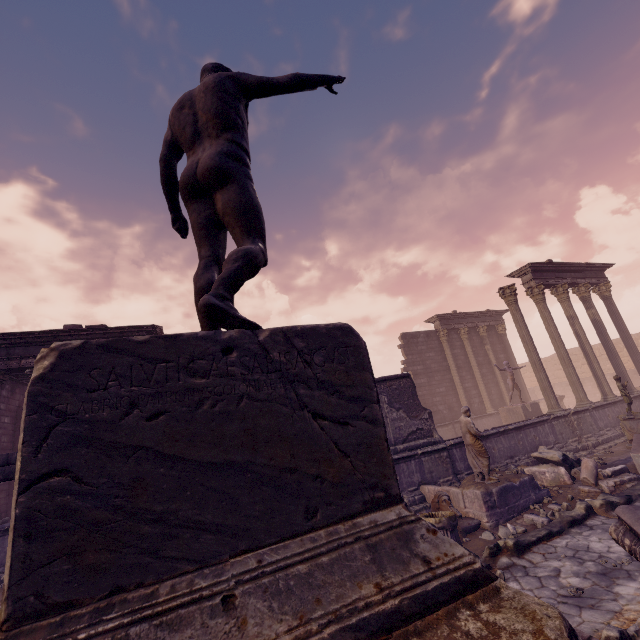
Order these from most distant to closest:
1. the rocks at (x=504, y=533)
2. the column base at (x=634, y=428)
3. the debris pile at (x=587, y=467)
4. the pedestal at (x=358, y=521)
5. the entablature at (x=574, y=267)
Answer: the entablature at (x=574, y=267)
the column base at (x=634, y=428)
the debris pile at (x=587, y=467)
the rocks at (x=504, y=533)
the pedestal at (x=358, y=521)

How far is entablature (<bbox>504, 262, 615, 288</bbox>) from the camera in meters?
15.0

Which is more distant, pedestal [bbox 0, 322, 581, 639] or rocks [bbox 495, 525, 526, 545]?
rocks [bbox 495, 525, 526, 545]

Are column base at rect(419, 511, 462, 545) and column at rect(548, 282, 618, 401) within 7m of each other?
no

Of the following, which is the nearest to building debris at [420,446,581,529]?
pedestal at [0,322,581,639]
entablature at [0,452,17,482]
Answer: pedestal at [0,322,581,639]

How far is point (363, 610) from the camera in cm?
95

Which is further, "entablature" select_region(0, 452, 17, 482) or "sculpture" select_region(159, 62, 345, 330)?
"entablature" select_region(0, 452, 17, 482)

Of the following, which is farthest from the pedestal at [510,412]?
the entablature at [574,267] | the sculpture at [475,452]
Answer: the sculpture at [475,452]
